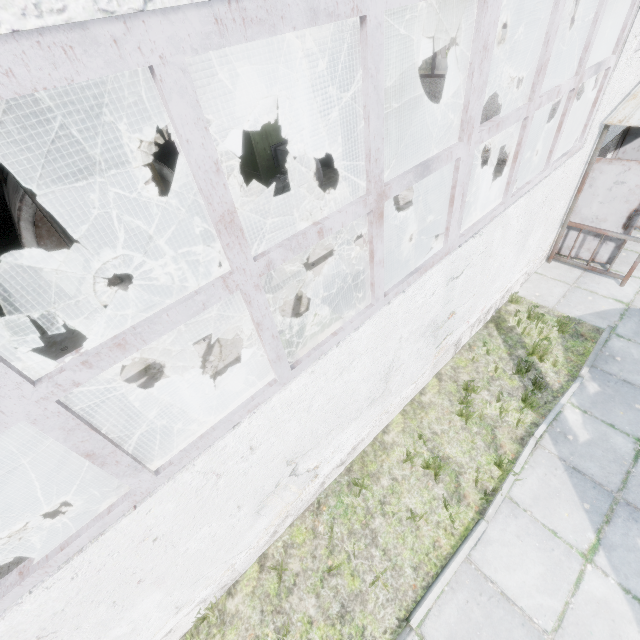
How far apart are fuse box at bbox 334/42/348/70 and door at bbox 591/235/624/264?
19.8 meters

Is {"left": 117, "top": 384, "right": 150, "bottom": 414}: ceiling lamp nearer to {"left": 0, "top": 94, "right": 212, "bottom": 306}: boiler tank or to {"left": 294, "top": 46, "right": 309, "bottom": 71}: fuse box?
{"left": 0, "top": 94, "right": 212, "bottom": 306}: boiler tank

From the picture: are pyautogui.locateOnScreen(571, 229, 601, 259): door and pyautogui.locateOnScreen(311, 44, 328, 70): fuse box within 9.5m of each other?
no

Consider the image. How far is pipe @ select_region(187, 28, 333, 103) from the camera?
6.5 meters

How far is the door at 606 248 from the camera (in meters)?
6.84

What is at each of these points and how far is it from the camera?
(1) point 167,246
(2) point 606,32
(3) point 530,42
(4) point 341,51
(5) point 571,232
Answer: (1) boiler tank, 8.1m
(2) door, 22.6m
(3) door, 24.6m
(4) fuse box, 21.3m
(5) door, 7.2m

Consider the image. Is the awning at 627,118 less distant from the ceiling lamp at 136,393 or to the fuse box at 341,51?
the ceiling lamp at 136,393

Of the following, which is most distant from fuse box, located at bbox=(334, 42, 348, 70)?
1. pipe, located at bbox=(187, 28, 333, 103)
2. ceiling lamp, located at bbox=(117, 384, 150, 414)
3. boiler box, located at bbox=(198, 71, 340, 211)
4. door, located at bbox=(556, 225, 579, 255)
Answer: ceiling lamp, located at bbox=(117, 384, 150, 414)
